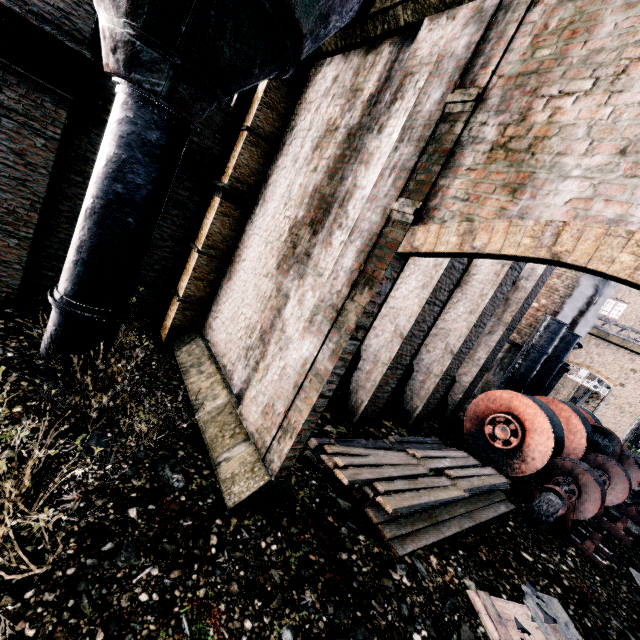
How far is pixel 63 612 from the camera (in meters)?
3.28

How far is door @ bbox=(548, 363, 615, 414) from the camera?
29.0 meters

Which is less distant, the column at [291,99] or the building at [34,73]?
the building at [34,73]

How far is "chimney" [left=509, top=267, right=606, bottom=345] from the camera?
17.3m

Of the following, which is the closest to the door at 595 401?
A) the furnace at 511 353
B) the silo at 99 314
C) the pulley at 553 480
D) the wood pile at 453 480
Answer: the furnace at 511 353

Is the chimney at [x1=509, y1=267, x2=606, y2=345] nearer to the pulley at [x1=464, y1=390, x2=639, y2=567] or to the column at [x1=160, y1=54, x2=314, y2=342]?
the pulley at [x1=464, y1=390, x2=639, y2=567]

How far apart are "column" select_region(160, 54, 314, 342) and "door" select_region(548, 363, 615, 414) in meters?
35.0 m

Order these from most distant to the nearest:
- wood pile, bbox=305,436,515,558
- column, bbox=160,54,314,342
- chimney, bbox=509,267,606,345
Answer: chimney, bbox=509,267,606,345 → column, bbox=160,54,314,342 → wood pile, bbox=305,436,515,558
